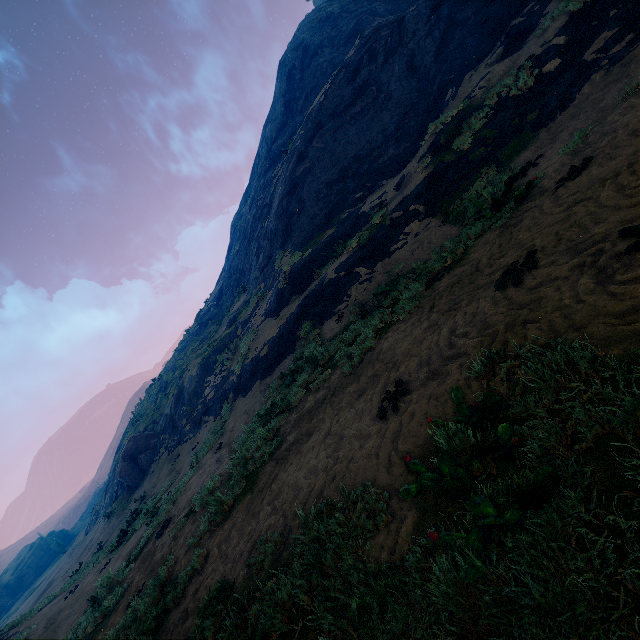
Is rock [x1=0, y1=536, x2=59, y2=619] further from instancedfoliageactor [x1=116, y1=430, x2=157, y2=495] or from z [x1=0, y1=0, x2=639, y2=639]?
instancedfoliageactor [x1=116, y1=430, x2=157, y2=495]

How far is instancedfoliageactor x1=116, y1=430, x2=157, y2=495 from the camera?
22.45m

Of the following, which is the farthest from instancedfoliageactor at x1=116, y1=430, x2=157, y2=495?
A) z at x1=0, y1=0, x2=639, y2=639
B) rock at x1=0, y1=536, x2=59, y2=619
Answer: rock at x1=0, y1=536, x2=59, y2=619

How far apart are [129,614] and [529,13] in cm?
2207

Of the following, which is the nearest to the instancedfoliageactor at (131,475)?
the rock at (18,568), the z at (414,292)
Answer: the z at (414,292)

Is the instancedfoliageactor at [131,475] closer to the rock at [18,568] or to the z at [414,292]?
the z at [414,292]
